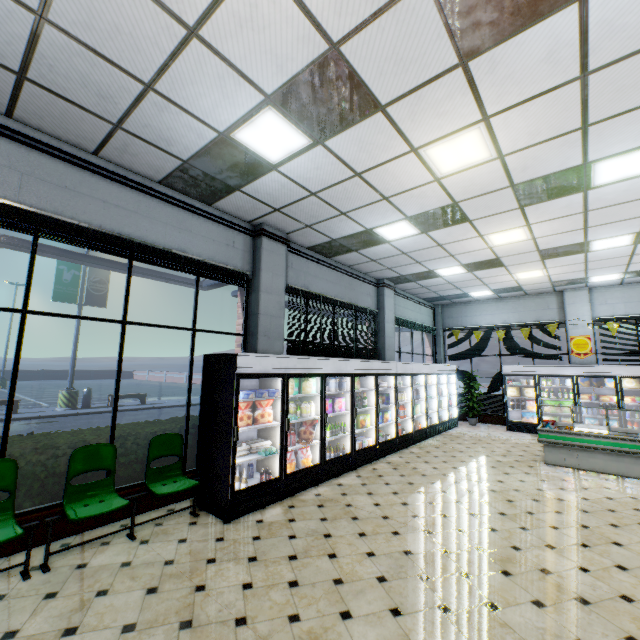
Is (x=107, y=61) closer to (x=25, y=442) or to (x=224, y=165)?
(x=224, y=165)

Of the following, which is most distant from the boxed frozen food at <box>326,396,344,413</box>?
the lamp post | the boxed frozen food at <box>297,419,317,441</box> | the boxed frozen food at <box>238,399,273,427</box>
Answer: the lamp post

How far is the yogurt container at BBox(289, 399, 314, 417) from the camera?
5.8 meters

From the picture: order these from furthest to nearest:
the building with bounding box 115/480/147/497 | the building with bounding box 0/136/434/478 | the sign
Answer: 1. the sign
2. the building with bounding box 115/480/147/497
3. the building with bounding box 0/136/434/478

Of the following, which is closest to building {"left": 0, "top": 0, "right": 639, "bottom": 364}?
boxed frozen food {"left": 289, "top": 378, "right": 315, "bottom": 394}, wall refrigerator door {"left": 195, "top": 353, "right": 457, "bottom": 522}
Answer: wall refrigerator door {"left": 195, "top": 353, "right": 457, "bottom": 522}

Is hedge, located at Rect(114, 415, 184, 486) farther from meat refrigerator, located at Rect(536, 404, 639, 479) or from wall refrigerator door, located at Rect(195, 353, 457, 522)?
meat refrigerator, located at Rect(536, 404, 639, 479)

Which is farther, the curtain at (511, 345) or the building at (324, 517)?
the curtain at (511, 345)

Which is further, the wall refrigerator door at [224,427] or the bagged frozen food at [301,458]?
the bagged frozen food at [301,458]
